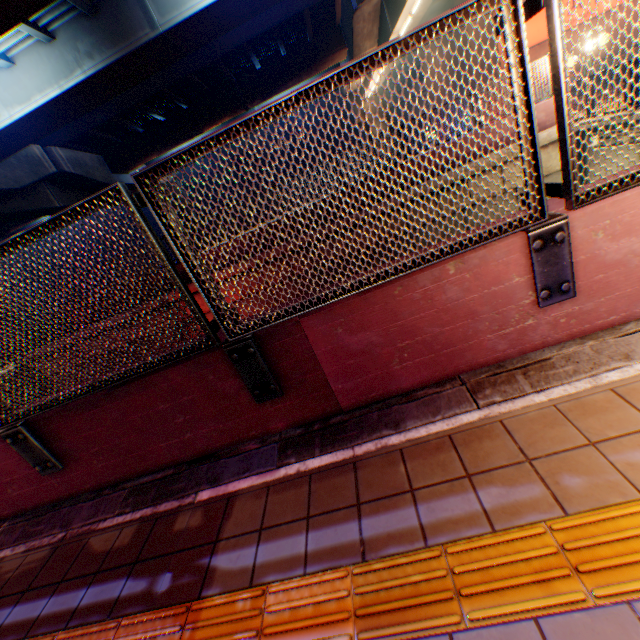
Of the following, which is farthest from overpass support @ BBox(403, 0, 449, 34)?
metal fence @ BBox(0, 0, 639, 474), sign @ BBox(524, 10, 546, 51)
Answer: sign @ BBox(524, 10, 546, 51)

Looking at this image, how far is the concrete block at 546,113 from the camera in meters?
10.8

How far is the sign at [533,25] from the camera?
15.8 meters

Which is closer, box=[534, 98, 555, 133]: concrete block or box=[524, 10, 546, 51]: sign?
box=[534, 98, 555, 133]: concrete block

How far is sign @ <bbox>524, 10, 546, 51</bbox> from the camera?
15.8m

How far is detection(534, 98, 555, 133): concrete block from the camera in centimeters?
1080cm

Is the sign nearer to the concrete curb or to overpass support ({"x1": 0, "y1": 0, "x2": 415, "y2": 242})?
overpass support ({"x1": 0, "y1": 0, "x2": 415, "y2": 242})

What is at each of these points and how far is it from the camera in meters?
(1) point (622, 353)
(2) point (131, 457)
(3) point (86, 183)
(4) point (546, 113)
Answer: (1) concrete curb, 2.2 m
(2) concrete block, 3.1 m
(3) overpass support, 20.5 m
(4) concrete block, 10.9 m
